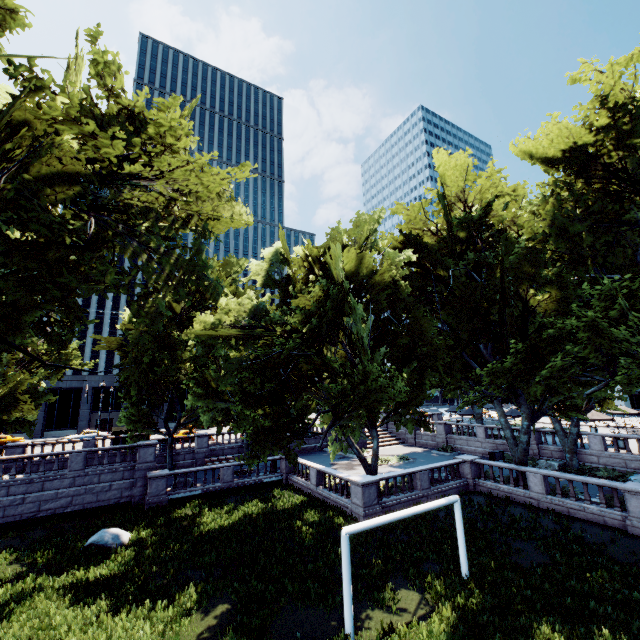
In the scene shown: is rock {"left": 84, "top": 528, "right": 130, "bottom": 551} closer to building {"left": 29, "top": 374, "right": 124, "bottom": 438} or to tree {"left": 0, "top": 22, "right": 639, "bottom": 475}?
tree {"left": 0, "top": 22, "right": 639, "bottom": 475}

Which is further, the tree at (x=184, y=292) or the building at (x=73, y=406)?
the building at (x=73, y=406)

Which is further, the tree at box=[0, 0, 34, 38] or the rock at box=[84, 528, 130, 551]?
the rock at box=[84, 528, 130, 551]

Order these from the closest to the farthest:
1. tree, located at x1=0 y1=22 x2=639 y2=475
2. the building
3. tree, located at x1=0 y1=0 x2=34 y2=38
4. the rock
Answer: tree, located at x1=0 y1=0 x2=34 y2=38, tree, located at x1=0 y1=22 x2=639 y2=475, the rock, the building

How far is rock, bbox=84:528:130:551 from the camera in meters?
16.3 m

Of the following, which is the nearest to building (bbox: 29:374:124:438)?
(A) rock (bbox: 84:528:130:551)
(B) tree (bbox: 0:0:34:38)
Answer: (B) tree (bbox: 0:0:34:38)

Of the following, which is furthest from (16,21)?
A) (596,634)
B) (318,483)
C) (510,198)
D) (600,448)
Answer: (600,448)

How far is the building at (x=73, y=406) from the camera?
52.2 meters
